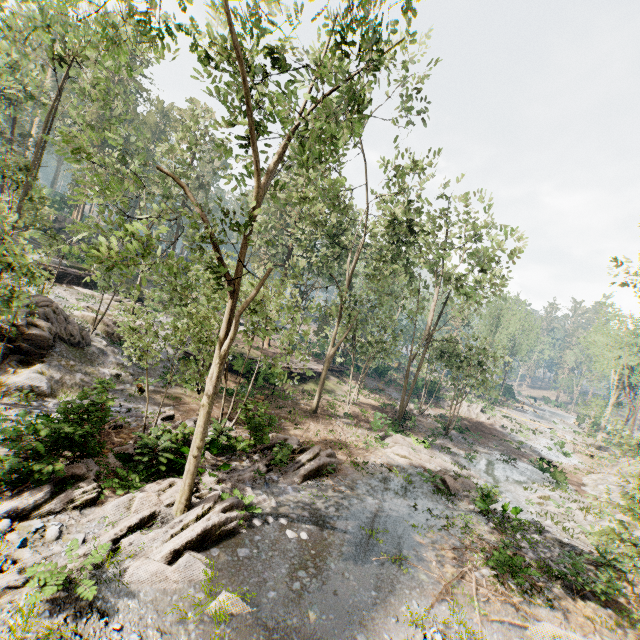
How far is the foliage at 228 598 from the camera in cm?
774

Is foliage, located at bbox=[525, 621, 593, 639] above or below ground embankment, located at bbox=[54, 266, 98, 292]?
below

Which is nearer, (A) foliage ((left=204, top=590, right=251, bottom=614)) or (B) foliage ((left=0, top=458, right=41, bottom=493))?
(A) foliage ((left=204, top=590, right=251, bottom=614))

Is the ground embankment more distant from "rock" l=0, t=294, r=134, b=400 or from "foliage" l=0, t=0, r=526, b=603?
"rock" l=0, t=294, r=134, b=400

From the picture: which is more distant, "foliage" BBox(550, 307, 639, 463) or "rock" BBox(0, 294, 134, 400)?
"foliage" BBox(550, 307, 639, 463)

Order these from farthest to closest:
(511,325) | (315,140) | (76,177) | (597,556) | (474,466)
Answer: (76,177), (511,325), (474,466), (597,556), (315,140)

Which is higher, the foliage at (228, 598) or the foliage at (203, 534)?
the foliage at (203, 534)

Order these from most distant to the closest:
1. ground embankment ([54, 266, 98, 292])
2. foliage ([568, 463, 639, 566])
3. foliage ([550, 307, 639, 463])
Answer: foliage ([550, 307, 639, 463]) → ground embankment ([54, 266, 98, 292]) → foliage ([568, 463, 639, 566])
